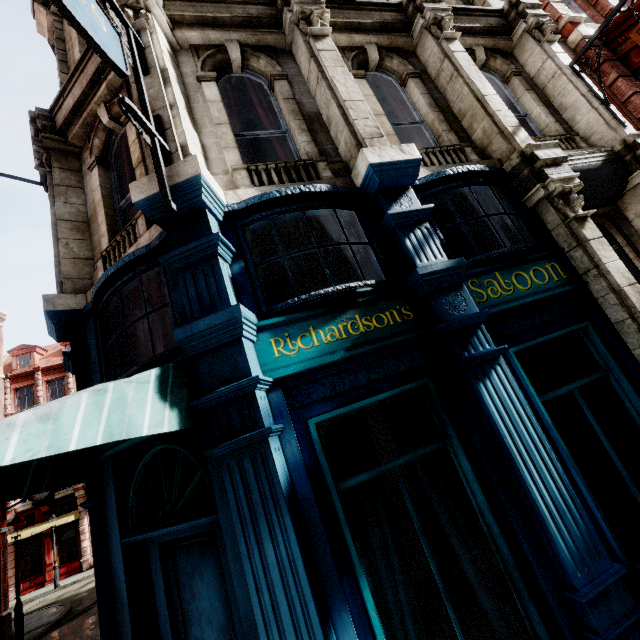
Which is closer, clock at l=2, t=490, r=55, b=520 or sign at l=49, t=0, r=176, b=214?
sign at l=49, t=0, r=176, b=214

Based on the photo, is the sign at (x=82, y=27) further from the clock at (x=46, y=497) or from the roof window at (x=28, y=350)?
the roof window at (x=28, y=350)

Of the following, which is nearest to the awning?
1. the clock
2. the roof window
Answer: the clock

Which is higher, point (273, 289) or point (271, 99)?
point (271, 99)

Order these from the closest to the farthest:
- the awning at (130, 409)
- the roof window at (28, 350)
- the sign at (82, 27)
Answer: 1. the awning at (130, 409)
2. the sign at (82, 27)
3. the roof window at (28, 350)

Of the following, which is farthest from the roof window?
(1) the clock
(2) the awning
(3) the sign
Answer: (3) the sign
